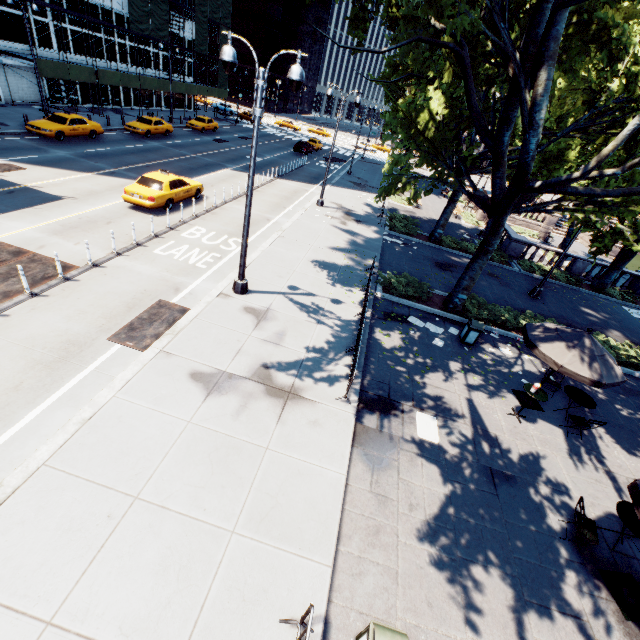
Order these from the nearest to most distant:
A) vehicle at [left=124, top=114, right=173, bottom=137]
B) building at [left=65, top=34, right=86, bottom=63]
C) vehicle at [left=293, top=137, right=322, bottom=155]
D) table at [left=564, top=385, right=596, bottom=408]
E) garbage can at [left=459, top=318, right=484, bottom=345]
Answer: table at [left=564, top=385, right=596, bottom=408], garbage can at [left=459, top=318, right=484, bottom=345], vehicle at [left=124, top=114, right=173, bottom=137], building at [left=65, top=34, right=86, bottom=63], vehicle at [left=293, top=137, right=322, bottom=155]

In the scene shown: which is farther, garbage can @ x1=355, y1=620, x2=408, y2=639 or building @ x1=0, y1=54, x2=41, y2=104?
building @ x1=0, y1=54, x2=41, y2=104

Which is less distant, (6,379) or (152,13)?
(6,379)

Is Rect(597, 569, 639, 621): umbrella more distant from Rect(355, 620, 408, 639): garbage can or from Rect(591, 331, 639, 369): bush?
Rect(591, 331, 639, 369): bush

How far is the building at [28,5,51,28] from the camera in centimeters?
2743cm

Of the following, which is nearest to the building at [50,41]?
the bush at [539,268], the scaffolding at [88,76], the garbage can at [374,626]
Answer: the scaffolding at [88,76]

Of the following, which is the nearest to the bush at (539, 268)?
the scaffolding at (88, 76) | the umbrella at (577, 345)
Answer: the umbrella at (577, 345)

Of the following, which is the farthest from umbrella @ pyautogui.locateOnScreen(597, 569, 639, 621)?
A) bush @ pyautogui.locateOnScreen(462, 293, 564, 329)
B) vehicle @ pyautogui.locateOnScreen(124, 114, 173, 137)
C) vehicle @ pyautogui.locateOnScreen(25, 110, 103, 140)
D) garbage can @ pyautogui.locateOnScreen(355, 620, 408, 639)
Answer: vehicle @ pyautogui.locateOnScreen(124, 114, 173, 137)
